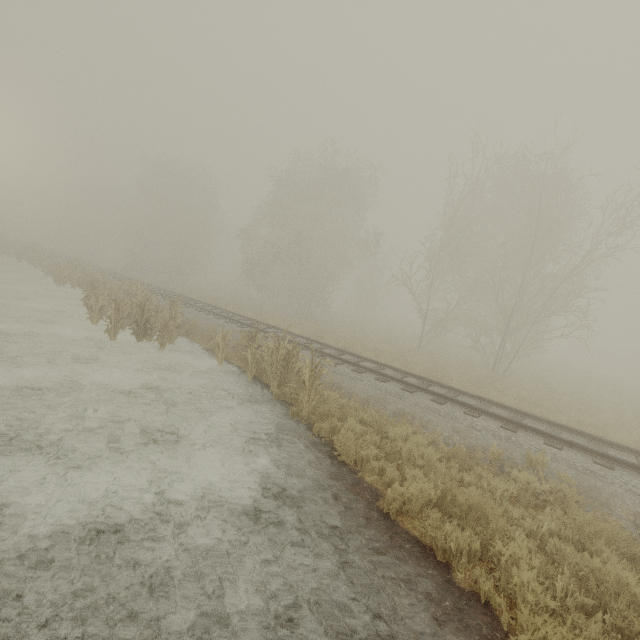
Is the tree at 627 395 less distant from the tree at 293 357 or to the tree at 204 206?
the tree at 204 206

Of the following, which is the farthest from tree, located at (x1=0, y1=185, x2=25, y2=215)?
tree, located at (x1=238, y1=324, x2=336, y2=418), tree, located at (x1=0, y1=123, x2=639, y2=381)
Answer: tree, located at (x1=238, y1=324, x2=336, y2=418)

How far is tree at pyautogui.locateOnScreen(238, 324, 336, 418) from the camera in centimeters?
839cm

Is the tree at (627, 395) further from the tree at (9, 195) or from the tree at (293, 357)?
the tree at (9, 195)

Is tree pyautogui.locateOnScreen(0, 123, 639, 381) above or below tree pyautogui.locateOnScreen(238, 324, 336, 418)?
above

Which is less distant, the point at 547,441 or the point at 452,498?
the point at 452,498

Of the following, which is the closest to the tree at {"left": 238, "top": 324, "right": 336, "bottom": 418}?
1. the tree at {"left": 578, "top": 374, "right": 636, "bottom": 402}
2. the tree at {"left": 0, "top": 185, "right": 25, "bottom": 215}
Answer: the tree at {"left": 578, "top": 374, "right": 636, "bottom": 402}

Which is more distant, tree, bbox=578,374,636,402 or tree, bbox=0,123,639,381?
tree, bbox=578,374,636,402
